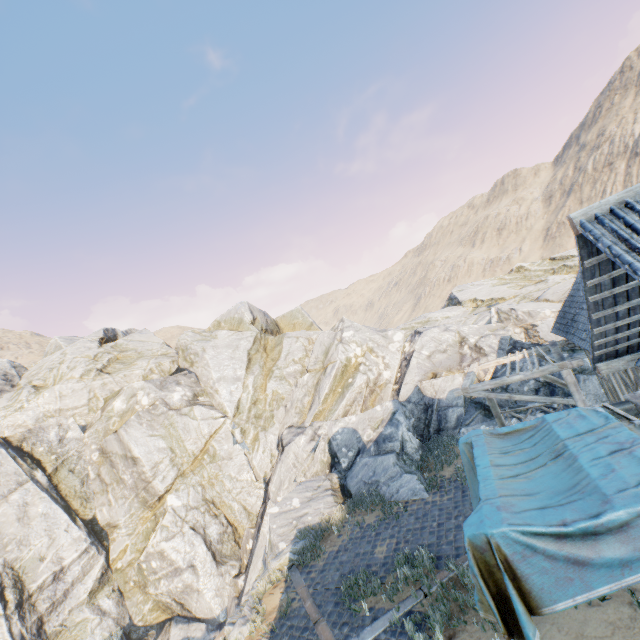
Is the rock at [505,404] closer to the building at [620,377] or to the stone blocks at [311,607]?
the stone blocks at [311,607]

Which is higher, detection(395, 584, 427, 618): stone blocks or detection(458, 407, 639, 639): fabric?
detection(458, 407, 639, 639): fabric

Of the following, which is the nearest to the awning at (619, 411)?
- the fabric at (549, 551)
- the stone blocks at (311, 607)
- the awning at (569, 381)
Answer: the fabric at (549, 551)

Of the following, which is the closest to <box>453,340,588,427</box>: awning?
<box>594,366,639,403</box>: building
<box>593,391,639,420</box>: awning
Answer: <box>594,366,639,403</box>: building

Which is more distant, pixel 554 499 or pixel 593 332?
pixel 593 332

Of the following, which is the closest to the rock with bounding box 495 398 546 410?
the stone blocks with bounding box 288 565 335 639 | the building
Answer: the stone blocks with bounding box 288 565 335 639

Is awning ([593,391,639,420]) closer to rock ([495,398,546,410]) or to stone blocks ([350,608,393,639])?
stone blocks ([350,608,393,639])

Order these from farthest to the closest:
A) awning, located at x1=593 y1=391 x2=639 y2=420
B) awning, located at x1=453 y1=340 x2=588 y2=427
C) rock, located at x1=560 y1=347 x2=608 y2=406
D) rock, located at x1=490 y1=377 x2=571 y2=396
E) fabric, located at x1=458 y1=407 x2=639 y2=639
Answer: rock, located at x1=490 y1=377 x2=571 y2=396 → rock, located at x1=560 y1=347 x2=608 y2=406 → awning, located at x1=453 y1=340 x2=588 y2=427 → awning, located at x1=593 y1=391 x2=639 y2=420 → fabric, located at x1=458 y1=407 x2=639 y2=639
